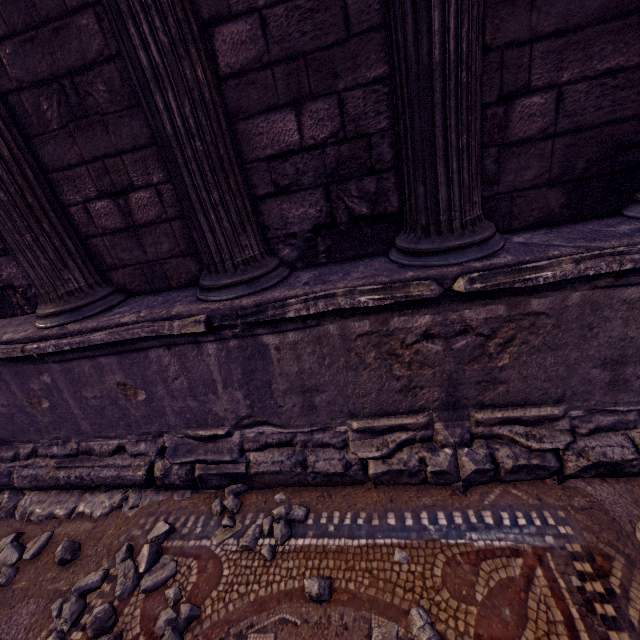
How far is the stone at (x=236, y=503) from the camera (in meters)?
2.37

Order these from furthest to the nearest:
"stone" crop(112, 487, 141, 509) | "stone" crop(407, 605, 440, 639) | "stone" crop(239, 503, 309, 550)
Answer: "stone" crop(112, 487, 141, 509)
"stone" crop(239, 503, 309, 550)
"stone" crop(407, 605, 440, 639)

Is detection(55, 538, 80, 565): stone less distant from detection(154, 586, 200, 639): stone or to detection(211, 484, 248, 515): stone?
detection(154, 586, 200, 639): stone

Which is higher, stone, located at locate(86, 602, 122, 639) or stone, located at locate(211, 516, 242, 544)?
→ stone, located at locate(86, 602, 122, 639)

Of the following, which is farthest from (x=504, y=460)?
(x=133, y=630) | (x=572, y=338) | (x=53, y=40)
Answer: (x=53, y=40)

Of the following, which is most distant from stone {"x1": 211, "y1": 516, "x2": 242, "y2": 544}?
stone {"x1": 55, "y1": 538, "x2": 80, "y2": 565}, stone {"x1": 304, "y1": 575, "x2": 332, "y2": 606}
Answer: stone {"x1": 55, "y1": 538, "x2": 80, "y2": 565}

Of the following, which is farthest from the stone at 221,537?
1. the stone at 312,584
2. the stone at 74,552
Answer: the stone at 74,552

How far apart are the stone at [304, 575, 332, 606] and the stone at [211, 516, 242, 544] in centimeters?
32cm
